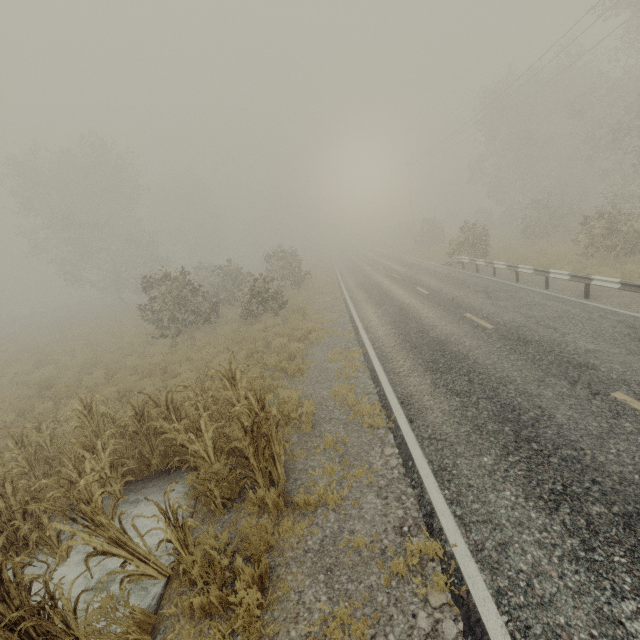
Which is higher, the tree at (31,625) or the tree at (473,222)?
the tree at (473,222)

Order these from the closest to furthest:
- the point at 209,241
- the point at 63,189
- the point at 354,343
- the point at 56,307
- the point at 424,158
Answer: the point at 354,343
the point at 63,189
the point at 424,158
the point at 209,241
the point at 56,307

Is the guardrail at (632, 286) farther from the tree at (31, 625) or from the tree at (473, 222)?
the tree at (473, 222)

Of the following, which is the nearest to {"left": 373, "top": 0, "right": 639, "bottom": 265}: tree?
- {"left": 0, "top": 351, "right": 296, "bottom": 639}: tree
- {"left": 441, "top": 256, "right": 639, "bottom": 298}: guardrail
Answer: {"left": 441, "top": 256, "right": 639, "bottom": 298}: guardrail

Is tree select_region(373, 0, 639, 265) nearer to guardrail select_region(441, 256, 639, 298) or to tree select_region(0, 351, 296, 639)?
guardrail select_region(441, 256, 639, 298)

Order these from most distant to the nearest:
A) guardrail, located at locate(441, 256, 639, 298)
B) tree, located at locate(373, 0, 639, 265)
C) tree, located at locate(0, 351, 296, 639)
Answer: tree, located at locate(373, 0, 639, 265), guardrail, located at locate(441, 256, 639, 298), tree, located at locate(0, 351, 296, 639)
